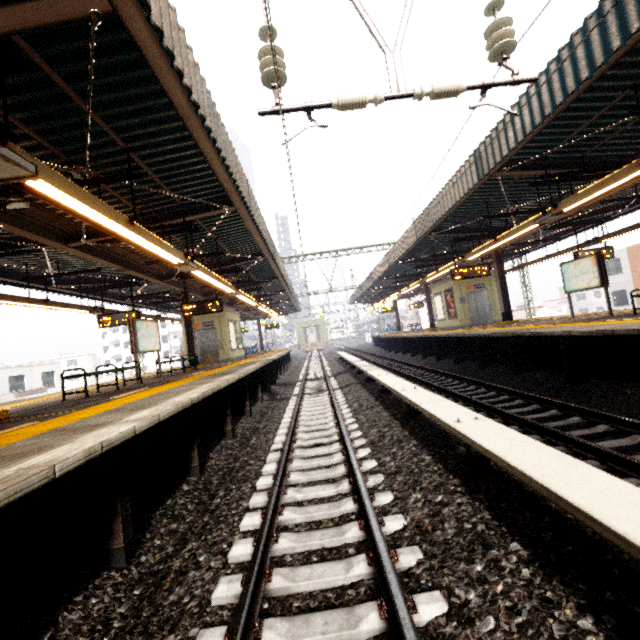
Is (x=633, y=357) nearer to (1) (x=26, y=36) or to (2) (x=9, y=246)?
(1) (x=26, y=36)

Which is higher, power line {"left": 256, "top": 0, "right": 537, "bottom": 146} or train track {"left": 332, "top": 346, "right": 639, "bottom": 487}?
power line {"left": 256, "top": 0, "right": 537, "bottom": 146}

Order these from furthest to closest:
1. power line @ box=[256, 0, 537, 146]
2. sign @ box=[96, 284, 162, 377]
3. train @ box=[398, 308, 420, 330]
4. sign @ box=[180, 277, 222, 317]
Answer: train @ box=[398, 308, 420, 330]
sign @ box=[180, 277, 222, 317]
sign @ box=[96, 284, 162, 377]
power line @ box=[256, 0, 537, 146]

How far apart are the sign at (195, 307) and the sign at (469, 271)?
9.3 meters

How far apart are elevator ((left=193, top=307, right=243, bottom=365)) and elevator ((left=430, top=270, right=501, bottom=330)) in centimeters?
1259cm

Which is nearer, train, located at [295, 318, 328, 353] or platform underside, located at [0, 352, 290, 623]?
platform underside, located at [0, 352, 290, 623]

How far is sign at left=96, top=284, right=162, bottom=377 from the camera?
10.0m

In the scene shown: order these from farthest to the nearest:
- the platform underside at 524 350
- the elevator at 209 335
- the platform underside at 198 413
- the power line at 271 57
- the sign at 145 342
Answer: the elevator at 209 335, the sign at 145 342, the platform underside at 524 350, the power line at 271 57, the platform underside at 198 413
